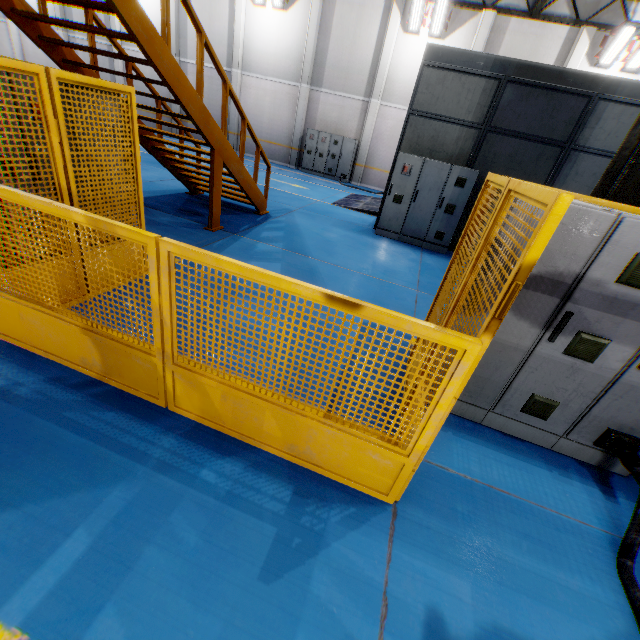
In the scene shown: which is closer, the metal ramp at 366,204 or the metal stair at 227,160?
the metal stair at 227,160

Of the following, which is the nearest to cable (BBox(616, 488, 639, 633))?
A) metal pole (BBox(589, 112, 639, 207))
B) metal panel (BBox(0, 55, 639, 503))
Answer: metal panel (BBox(0, 55, 639, 503))

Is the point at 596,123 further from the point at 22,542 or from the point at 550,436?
the point at 22,542

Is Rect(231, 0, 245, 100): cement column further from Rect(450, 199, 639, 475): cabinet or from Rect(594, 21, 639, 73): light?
Rect(450, 199, 639, 475): cabinet

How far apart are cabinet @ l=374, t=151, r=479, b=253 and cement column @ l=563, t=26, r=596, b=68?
10.06m

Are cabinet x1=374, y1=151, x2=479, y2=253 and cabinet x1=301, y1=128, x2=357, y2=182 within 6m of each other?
no

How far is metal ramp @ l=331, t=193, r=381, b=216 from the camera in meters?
11.7

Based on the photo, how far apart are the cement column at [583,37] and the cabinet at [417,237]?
10.06m
